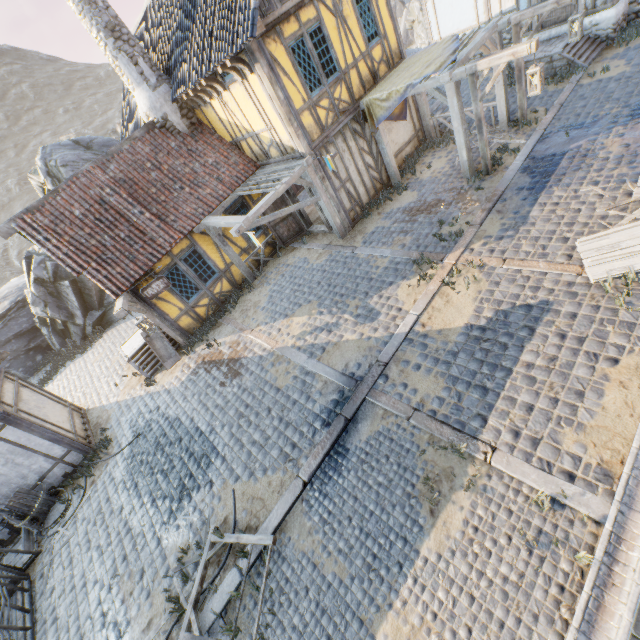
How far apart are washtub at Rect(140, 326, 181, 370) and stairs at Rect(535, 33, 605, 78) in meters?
16.5 m

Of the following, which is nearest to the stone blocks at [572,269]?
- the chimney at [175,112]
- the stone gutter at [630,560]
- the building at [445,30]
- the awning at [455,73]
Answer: the stone gutter at [630,560]

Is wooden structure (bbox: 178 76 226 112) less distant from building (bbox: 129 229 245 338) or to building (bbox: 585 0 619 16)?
building (bbox: 129 229 245 338)

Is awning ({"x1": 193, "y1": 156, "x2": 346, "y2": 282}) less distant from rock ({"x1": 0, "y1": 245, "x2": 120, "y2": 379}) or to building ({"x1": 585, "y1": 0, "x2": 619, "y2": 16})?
rock ({"x1": 0, "y1": 245, "x2": 120, "y2": 379})

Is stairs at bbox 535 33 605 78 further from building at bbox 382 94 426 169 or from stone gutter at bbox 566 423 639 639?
stone gutter at bbox 566 423 639 639

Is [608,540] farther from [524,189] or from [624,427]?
[524,189]

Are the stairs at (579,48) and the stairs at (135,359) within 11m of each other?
no

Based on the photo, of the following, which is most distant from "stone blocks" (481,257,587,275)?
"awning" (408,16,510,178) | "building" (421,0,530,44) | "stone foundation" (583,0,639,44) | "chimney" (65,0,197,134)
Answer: "chimney" (65,0,197,134)
